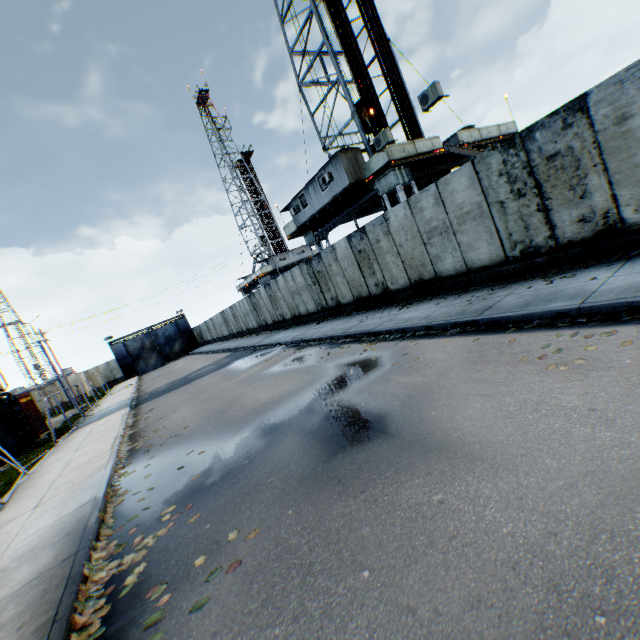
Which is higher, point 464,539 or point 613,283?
point 613,283

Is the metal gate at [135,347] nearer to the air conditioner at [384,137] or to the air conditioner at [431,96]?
the air conditioner at [384,137]

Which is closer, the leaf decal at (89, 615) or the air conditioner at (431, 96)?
the leaf decal at (89, 615)

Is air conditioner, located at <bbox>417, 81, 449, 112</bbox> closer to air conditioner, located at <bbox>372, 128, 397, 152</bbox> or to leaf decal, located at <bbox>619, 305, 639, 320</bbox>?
air conditioner, located at <bbox>372, 128, 397, 152</bbox>

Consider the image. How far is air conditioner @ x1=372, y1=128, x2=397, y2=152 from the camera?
14.0m

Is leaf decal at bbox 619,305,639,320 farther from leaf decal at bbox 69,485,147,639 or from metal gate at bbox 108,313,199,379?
metal gate at bbox 108,313,199,379

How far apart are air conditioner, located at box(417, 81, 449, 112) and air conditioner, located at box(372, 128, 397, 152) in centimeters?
183cm

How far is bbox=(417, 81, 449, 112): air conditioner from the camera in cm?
1162
